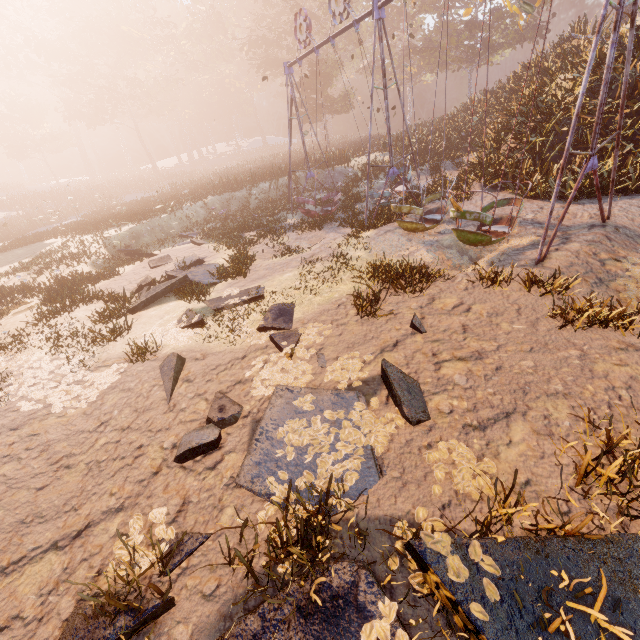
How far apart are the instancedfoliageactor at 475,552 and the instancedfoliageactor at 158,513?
2.6 meters

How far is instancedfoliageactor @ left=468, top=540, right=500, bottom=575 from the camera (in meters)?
2.36

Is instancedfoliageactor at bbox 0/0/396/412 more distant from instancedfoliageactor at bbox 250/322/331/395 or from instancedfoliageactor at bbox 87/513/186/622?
instancedfoliageactor at bbox 87/513/186/622

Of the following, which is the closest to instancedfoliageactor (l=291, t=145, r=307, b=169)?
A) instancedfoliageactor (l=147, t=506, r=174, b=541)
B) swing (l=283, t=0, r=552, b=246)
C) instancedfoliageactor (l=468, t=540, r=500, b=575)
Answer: swing (l=283, t=0, r=552, b=246)

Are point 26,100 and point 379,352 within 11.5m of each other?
no

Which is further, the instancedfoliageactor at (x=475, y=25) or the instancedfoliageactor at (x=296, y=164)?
the instancedfoliageactor at (x=296, y=164)

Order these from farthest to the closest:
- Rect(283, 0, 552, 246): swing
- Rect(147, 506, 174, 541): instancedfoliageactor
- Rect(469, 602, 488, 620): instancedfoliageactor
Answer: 1. Rect(283, 0, 552, 246): swing
2. Rect(147, 506, 174, 541): instancedfoliageactor
3. Rect(469, 602, 488, 620): instancedfoliageactor

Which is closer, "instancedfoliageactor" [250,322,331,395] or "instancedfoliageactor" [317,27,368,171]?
"instancedfoliageactor" [250,322,331,395]
